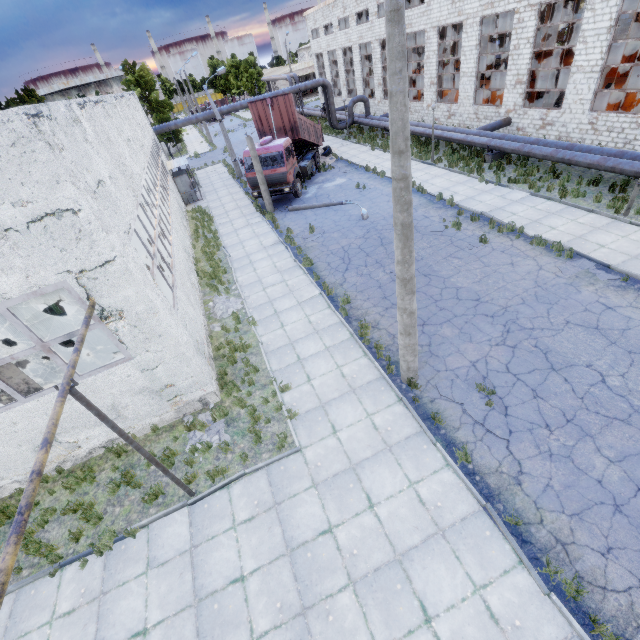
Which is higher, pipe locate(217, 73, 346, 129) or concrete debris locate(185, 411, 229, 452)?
pipe locate(217, 73, 346, 129)

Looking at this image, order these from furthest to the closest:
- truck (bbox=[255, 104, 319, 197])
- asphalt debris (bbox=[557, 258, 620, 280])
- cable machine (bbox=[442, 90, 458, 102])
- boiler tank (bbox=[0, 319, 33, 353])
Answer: cable machine (bbox=[442, 90, 458, 102]) → truck (bbox=[255, 104, 319, 197]) → boiler tank (bbox=[0, 319, 33, 353]) → asphalt debris (bbox=[557, 258, 620, 280])

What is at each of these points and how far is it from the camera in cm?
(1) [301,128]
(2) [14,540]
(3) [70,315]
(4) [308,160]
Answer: (1) truck dump body, 2228
(2) pipe, 336
(3) boiler tank, 1359
(4) truck, 2378

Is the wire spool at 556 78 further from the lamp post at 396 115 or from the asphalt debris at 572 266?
the lamp post at 396 115

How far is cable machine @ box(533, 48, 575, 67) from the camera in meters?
29.7

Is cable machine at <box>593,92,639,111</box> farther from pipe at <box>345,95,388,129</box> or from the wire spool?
the wire spool

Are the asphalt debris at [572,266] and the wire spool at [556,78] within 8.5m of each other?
no

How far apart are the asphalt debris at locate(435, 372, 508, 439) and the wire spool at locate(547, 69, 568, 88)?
34.88m
